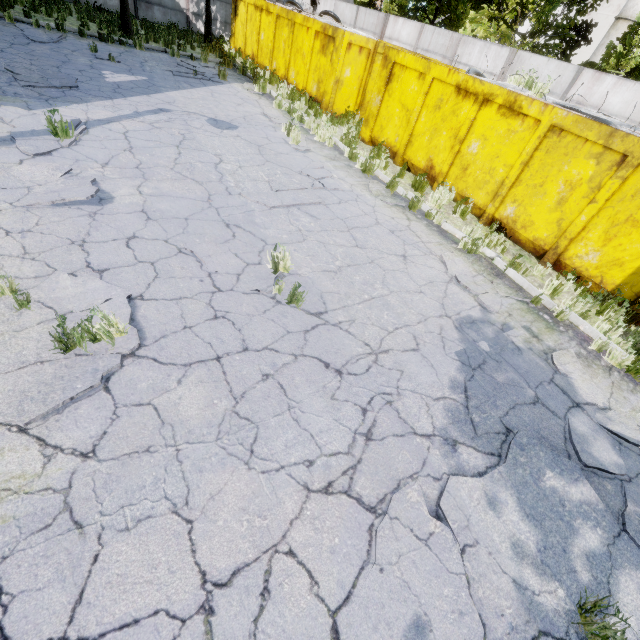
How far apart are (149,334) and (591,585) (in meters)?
4.62

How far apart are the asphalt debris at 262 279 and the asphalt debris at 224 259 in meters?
Result: 0.1 m

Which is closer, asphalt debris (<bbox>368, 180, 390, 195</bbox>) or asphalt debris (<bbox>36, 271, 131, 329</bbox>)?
asphalt debris (<bbox>36, 271, 131, 329</bbox>)

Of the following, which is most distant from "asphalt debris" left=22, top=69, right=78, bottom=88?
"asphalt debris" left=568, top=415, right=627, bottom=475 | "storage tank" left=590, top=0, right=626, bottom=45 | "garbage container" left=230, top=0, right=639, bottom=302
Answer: "storage tank" left=590, top=0, right=626, bottom=45

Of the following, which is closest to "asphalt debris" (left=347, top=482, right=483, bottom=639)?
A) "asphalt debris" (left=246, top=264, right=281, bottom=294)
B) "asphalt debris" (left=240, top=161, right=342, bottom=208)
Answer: "asphalt debris" (left=246, top=264, right=281, bottom=294)

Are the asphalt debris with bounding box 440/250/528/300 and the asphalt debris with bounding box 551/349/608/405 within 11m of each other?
yes

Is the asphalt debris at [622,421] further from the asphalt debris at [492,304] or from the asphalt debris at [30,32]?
the asphalt debris at [30,32]

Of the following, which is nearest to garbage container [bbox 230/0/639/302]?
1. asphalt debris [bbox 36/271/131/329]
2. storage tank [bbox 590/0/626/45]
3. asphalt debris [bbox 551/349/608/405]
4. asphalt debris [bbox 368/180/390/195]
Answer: asphalt debris [bbox 368/180/390/195]
